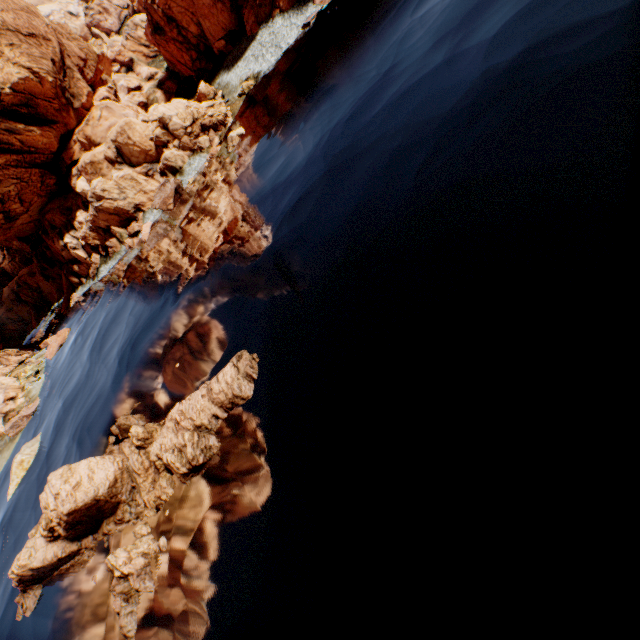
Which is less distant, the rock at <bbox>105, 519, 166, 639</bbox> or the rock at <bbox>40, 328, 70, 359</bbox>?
the rock at <bbox>105, 519, 166, 639</bbox>

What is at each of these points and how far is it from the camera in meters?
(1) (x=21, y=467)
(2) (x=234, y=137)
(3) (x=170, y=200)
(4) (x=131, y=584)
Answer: (1) rock, 25.3
(2) rock, 30.7
(3) rock, 35.2
(4) rock, 11.0

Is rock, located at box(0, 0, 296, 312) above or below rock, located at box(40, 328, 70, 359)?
above

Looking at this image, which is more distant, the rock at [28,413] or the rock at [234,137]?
the rock at [28,413]

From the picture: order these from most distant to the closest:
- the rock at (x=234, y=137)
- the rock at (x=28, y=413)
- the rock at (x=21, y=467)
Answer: the rock at (x=28, y=413) < the rock at (x=234, y=137) < the rock at (x=21, y=467)

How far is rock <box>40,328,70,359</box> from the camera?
40.6m
